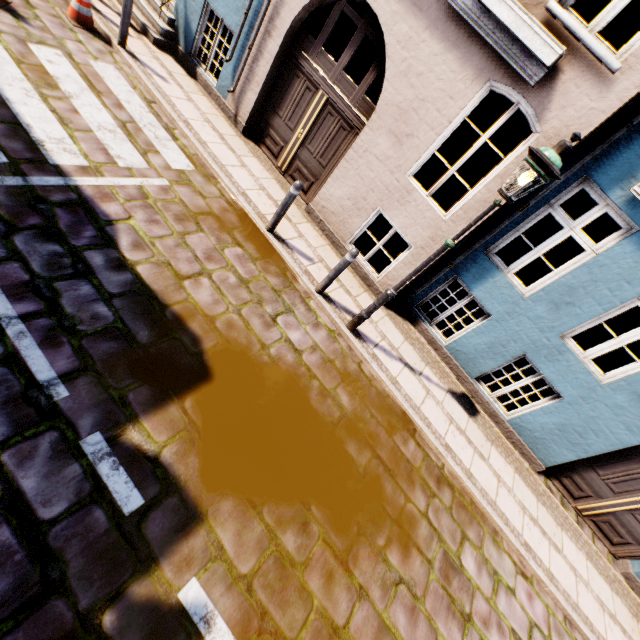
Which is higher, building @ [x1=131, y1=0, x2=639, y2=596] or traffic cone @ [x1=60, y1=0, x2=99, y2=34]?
building @ [x1=131, y1=0, x2=639, y2=596]

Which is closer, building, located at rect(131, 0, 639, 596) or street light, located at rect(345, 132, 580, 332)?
street light, located at rect(345, 132, 580, 332)

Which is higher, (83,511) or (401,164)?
(401,164)

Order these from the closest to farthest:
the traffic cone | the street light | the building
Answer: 1. the street light
2. the building
3. the traffic cone

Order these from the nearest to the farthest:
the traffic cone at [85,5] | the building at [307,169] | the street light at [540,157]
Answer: the street light at [540,157] → the building at [307,169] → the traffic cone at [85,5]

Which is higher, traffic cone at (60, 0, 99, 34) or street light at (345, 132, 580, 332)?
street light at (345, 132, 580, 332)

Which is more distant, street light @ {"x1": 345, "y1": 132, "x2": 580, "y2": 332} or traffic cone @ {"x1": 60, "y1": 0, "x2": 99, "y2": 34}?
traffic cone @ {"x1": 60, "y1": 0, "x2": 99, "y2": 34}

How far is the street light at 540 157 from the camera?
3.43m
